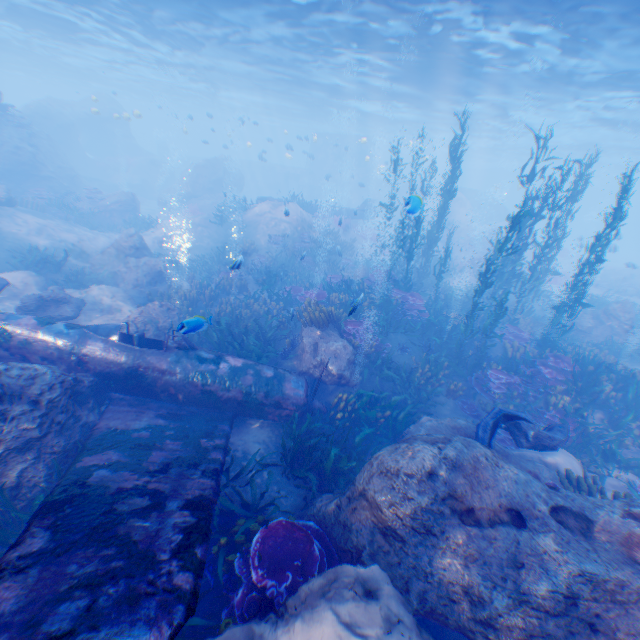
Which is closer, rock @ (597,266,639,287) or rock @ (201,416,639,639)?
rock @ (201,416,639,639)

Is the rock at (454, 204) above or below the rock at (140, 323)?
above

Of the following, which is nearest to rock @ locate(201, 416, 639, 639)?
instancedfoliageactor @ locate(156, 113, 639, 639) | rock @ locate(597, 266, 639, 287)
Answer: instancedfoliageactor @ locate(156, 113, 639, 639)

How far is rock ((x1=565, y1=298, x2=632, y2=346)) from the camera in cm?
1664

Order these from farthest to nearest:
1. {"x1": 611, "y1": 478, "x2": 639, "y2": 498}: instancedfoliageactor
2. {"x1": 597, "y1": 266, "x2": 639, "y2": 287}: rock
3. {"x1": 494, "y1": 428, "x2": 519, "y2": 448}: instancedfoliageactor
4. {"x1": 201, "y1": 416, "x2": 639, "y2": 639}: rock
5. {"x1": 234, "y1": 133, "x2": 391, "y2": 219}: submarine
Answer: {"x1": 234, "y1": 133, "x2": 391, "y2": 219}: submarine
{"x1": 597, "y1": 266, "x2": 639, "y2": 287}: rock
{"x1": 494, "y1": 428, "x2": 519, "y2": 448}: instancedfoliageactor
{"x1": 611, "y1": 478, "x2": 639, "y2": 498}: instancedfoliageactor
{"x1": 201, "y1": 416, "x2": 639, "y2": 639}: rock

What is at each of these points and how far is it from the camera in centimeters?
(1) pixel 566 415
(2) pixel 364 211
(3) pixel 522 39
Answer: (1) instancedfoliageactor, 955cm
(2) plane, 2817cm
(3) light, 1477cm

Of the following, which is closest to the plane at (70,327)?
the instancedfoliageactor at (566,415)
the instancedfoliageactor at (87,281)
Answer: the instancedfoliageactor at (566,415)

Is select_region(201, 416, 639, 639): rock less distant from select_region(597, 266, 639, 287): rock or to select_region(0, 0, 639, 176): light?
select_region(0, 0, 639, 176): light
